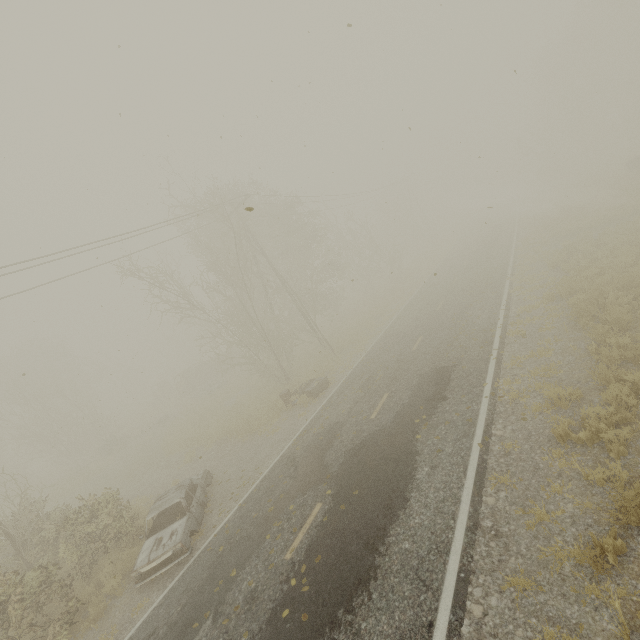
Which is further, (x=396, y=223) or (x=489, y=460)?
(x=396, y=223)

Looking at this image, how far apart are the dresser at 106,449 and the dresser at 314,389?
22.4 meters

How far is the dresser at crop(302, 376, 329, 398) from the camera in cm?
1617

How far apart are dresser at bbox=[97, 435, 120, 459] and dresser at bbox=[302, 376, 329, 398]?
22.45m

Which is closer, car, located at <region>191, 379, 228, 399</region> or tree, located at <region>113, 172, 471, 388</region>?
tree, located at <region>113, 172, 471, 388</region>

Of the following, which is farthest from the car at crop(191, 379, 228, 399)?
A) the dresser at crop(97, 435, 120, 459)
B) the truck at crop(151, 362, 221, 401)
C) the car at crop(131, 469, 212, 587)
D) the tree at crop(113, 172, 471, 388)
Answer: the car at crop(131, 469, 212, 587)

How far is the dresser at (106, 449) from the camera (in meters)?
28.11

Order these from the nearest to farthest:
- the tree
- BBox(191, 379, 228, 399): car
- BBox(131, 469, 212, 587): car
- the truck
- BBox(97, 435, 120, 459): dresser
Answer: BBox(131, 469, 212, 587): car
the tree
BBox(97, 435, 120, 459): dresser
BBox(191, 379, 228, 399): car
the truck
